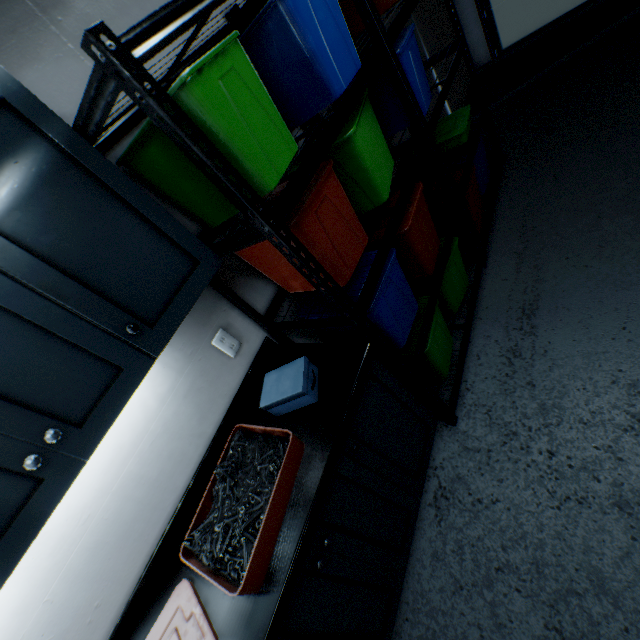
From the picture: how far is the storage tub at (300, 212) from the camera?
1.2 meters

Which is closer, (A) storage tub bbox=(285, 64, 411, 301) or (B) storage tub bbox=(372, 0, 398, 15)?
(A) storage tub bbox=(285, 64, 411, 301)

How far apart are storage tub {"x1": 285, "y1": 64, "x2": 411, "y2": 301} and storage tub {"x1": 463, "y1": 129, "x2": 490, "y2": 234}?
0.7m

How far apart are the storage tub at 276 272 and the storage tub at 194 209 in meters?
0.1

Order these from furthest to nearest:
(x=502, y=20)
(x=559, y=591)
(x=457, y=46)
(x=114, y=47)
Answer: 1. (x=502, y=20)
2. (x=457, y=46)
3. (x=559, y=591)
4. (x=114, y=47)

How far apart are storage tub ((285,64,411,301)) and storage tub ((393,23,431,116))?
0.24m

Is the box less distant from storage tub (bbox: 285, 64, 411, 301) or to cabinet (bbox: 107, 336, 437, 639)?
cabinet (bbox: 107, 336, 437, 639)

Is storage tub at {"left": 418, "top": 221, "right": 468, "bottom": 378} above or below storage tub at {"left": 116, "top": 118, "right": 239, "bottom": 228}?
below
